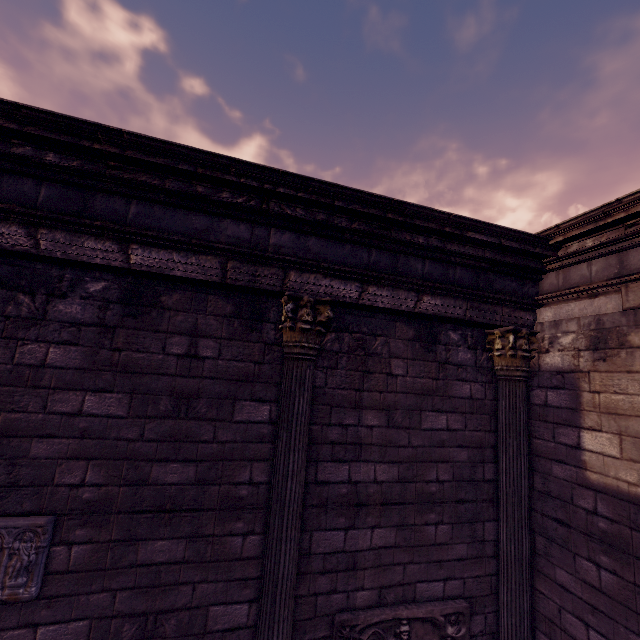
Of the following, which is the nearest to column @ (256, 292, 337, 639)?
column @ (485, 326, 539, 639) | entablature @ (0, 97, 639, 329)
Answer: entablature @ (0, 97, 639, 329)

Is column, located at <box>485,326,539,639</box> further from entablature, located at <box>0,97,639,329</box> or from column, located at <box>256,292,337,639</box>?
column, located at <box>256,292,337,639</box>

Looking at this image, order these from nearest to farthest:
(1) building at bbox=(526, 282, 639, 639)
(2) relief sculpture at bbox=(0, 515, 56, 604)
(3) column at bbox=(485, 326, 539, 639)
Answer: (2) relief sculpture at bbox=(0, 515, 56, 604)
(1) building at bbox=(526, 282, 639, 639)
(3) column at bbox=(485, 326, 539, 639)

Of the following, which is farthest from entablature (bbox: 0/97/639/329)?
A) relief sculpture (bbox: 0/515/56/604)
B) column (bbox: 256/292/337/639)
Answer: relief sculpture (bbox: 0/515/56/604)

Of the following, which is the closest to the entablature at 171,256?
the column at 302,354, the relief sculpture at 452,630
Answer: the column at 302,354

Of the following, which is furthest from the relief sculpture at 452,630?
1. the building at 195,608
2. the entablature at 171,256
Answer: the entablature at 171,256

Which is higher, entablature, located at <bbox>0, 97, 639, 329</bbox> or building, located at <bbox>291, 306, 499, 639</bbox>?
entablature, located at <bbox>0, 97, 639, 329</bbox>

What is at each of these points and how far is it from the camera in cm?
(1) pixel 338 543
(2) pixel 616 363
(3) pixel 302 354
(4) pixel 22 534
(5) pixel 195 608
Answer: (1) building, 388
(2) building, 367
(3) column, 371
(4) relief sculpture, 295
(5) building, 336
